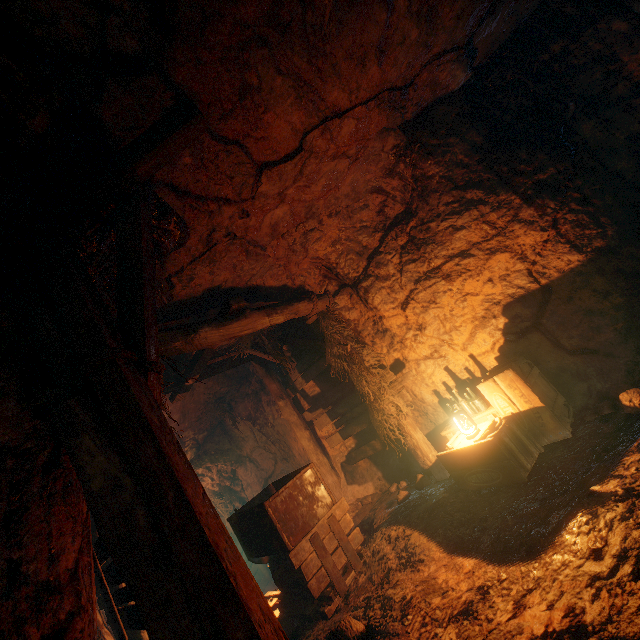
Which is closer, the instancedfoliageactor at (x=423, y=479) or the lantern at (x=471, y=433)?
the lantern at (x=471, y=433)

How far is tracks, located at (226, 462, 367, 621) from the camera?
4.2m

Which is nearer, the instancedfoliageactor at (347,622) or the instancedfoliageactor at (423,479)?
the instancedfoliageactor at (347,622)

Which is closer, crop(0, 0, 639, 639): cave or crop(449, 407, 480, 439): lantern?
crop(0, 0, 639, 639): cave

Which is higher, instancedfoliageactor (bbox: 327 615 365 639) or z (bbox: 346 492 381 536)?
instancedfoliageactor (bbox: 327 615 365 639)

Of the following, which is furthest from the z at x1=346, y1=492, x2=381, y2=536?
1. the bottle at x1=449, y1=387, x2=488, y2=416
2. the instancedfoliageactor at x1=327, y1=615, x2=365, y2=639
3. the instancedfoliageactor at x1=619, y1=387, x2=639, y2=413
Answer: the instancedfoliageactor at x1=619, y1=387, x2=639, y2=413

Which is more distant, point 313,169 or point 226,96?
point 313,169

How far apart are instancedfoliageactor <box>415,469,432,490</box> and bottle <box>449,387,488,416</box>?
1.24m
